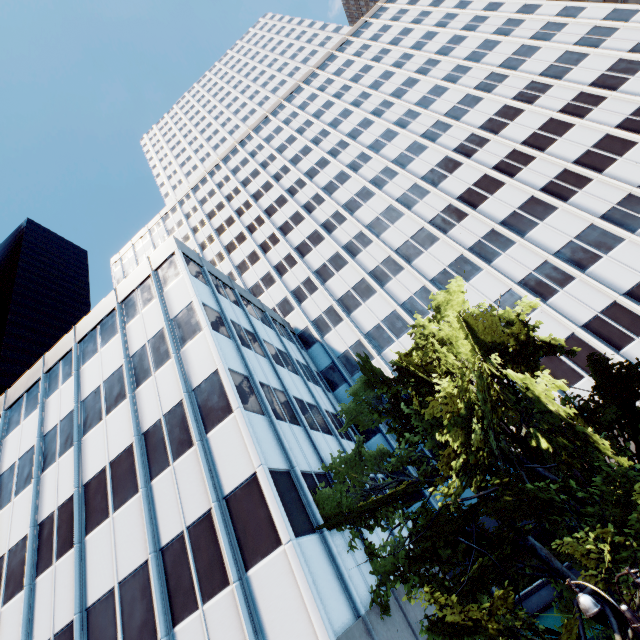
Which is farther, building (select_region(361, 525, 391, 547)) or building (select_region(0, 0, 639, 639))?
building (select_region(361, 525, 391, 547))

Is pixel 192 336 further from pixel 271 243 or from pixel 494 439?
pixel 271 243

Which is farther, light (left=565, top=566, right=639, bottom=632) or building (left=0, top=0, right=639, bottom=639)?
building (left=0, top=0, right=639, bottom=639)

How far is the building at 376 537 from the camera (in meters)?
15.74

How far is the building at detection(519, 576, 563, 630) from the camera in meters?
17.8 m

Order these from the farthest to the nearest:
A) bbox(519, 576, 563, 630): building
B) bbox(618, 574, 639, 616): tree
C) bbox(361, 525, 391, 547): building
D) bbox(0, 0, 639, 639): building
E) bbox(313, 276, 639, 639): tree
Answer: bbox(519, 576, 563, 630): building → bbox(361, 525, 391, 547): building → bbox(0, 0, 639, 639): building → bbox(313, 276, 639, 639): tree → bbox(618, 574, 639, 616): tree
